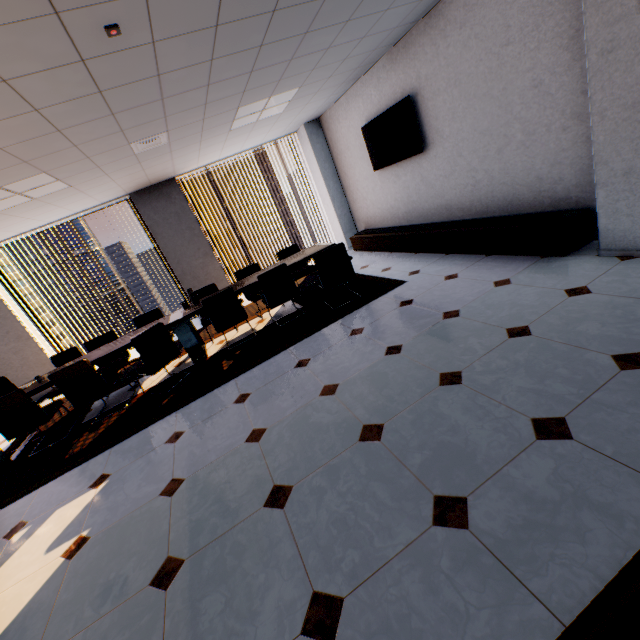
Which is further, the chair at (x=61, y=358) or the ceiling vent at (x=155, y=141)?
the chair at (x=61, y=358)

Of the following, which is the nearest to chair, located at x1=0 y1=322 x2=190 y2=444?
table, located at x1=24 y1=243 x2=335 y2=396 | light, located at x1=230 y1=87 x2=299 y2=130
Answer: table, located at x1=24 y1=243 x2=335 y2=396

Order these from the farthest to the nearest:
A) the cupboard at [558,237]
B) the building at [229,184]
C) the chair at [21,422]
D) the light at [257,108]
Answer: the building at [229,184], the light at [257,108], the chair at [21,422], the cupboard at [558,237]

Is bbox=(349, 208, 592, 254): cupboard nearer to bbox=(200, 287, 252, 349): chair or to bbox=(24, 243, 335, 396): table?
bbox=(24, 243, 335, 396): table

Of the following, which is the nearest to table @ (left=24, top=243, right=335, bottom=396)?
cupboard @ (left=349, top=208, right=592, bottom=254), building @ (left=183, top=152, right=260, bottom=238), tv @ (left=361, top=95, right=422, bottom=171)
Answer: cupboard @ (left=349, top=208, right=592, bottom=254)

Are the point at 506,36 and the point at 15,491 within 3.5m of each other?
no

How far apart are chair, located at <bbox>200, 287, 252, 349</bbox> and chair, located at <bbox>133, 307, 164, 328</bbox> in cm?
55

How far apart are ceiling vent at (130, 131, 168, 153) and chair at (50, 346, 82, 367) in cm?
336
